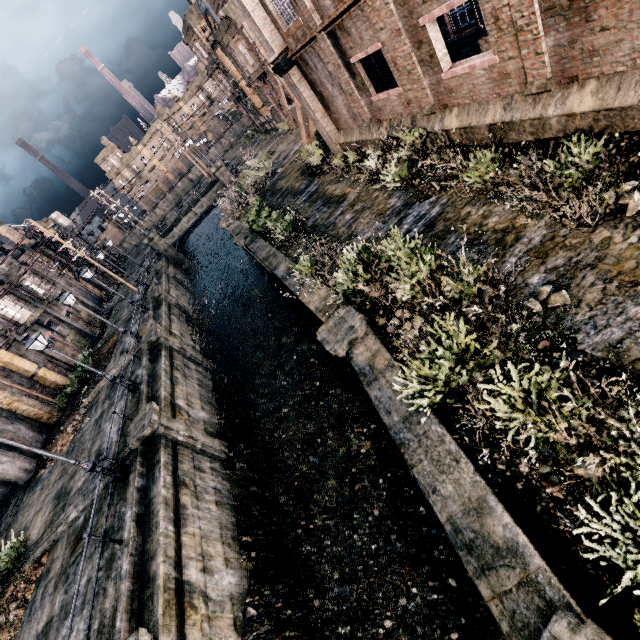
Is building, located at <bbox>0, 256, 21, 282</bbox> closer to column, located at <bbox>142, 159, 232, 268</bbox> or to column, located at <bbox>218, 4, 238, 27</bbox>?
column, located at <bbox>142, 159, 232, 268</bbox>

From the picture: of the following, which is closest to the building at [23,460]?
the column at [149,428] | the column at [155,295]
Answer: the column at [155,295]

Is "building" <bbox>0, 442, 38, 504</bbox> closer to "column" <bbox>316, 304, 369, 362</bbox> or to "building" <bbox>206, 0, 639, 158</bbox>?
"column" <bbox>316, 304, 369, 362</bbox>

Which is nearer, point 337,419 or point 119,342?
point 337,419

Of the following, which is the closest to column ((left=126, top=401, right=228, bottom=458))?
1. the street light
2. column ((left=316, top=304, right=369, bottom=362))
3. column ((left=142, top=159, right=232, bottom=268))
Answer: the street light

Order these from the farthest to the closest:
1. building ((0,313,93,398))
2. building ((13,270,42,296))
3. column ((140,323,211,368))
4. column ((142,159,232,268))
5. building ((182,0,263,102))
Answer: column ((142,159,232,268))
building ((182,0,263,102))
building ((13,270,42,296))
building ((0,313,93,398))
column ((140,323,211,368))

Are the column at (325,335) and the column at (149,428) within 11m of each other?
yes

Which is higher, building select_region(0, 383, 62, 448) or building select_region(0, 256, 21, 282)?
building select_region(0, 256, 21, 282)
